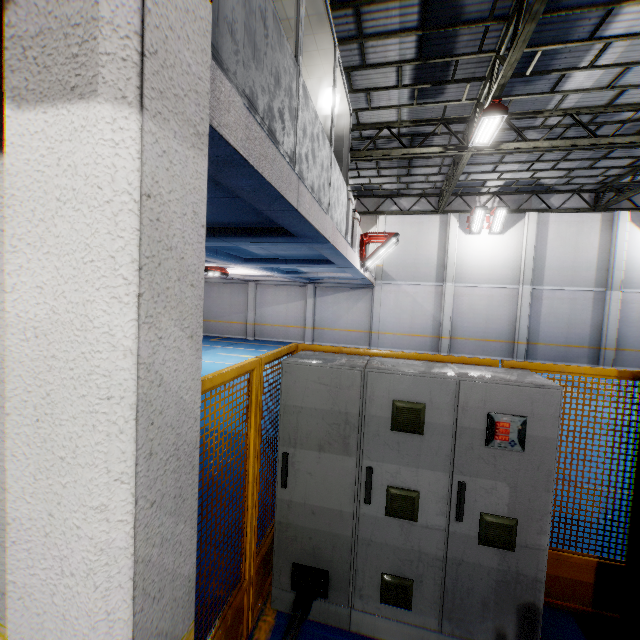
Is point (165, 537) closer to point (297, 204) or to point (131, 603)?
point (131, 603)

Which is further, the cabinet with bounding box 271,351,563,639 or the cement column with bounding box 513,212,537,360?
the cement column with bounding box 513,212,537,360

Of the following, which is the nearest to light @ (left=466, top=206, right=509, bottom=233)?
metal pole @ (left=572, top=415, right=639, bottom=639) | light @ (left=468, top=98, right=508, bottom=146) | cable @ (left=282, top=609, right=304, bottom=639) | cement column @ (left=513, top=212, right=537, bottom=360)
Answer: cement column @ (left=513, top=212, right=537, bottom=360)

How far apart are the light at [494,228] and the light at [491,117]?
7.57m

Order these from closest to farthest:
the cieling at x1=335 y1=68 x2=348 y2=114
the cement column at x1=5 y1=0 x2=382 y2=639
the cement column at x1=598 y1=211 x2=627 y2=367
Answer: the cement column at x1=5 y1=0 x2=382 y2=639, the cieling at x1=335 y1=68 x2=348 y2=114, the cement column at x1=598 y1=211 x2=627 y2=367

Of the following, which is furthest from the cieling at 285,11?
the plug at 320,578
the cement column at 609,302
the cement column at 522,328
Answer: the cement column at 609,302

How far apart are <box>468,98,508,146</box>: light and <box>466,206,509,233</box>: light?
7.6 meters

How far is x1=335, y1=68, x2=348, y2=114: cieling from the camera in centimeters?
639cm
